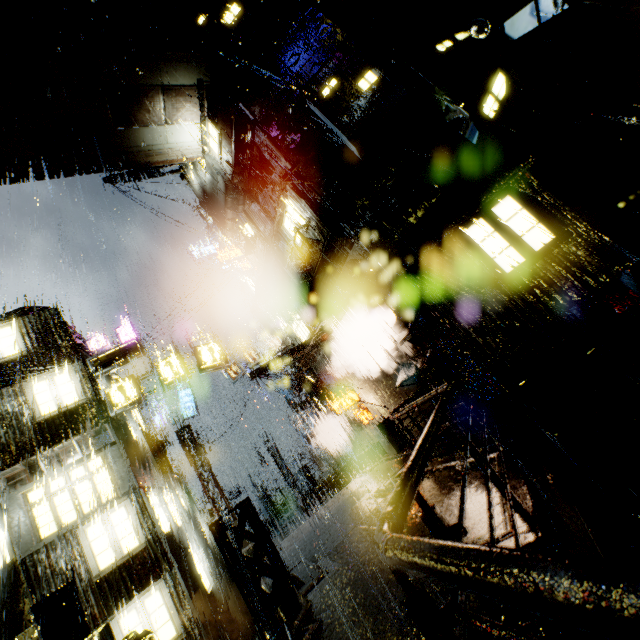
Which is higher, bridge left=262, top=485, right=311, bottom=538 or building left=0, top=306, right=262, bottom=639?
building left=0, top=306, right=262, bottom=639

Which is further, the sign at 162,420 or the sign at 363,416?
the sign at 162,420

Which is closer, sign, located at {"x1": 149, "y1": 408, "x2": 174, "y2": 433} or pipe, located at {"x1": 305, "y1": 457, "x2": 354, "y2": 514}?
pipe, located at {"x1": 305, "y1": 457, "x2": 354, "y2": 514}

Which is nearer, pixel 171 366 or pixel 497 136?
pixel 497 136

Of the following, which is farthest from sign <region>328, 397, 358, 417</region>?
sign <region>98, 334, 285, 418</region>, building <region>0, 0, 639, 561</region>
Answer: sign <region>98, 334, 285, 418</region>

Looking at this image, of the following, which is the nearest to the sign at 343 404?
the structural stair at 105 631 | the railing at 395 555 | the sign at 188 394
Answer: the railing at 395 555

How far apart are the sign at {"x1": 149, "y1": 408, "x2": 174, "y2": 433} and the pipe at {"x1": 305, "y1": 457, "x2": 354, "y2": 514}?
9.7 meters

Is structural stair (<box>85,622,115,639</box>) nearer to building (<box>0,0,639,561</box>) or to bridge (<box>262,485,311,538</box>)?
building (<box>0,0,639,561</box>)
